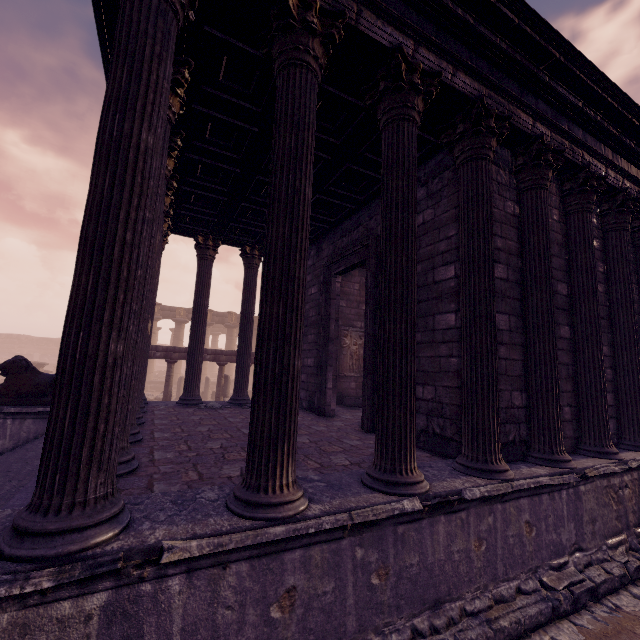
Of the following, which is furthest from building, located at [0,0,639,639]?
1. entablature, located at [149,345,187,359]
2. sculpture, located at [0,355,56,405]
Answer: entablature, located at [149,345,187,359]

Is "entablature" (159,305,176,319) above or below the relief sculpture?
above

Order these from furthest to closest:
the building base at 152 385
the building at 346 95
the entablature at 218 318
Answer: the entablature at 218 318, the building base at 152 385, the building at 346 95

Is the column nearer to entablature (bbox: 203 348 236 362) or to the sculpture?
entablature (bbox: 203 348 236 362)

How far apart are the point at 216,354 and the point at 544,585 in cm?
1266

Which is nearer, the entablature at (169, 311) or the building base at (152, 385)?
the building base at (152, 385)

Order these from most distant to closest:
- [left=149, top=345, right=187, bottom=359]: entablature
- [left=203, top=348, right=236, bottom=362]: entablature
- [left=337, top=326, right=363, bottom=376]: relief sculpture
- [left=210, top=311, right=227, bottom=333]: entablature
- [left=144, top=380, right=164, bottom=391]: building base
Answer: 1. [left=210, top=311, right=227, bottom=333]: entablature
2. [left=144, top=380, right=164, bottom=391]: building base
3. [left=203, top=348, right=236, bottom=362]: entablature
4. [left=149, top=345, right=187, bottom=359]: entablature
5. [left=337, top=326, right=363, bottom=376]: relief sculpture

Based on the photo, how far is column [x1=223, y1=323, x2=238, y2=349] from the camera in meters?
30.2 m
